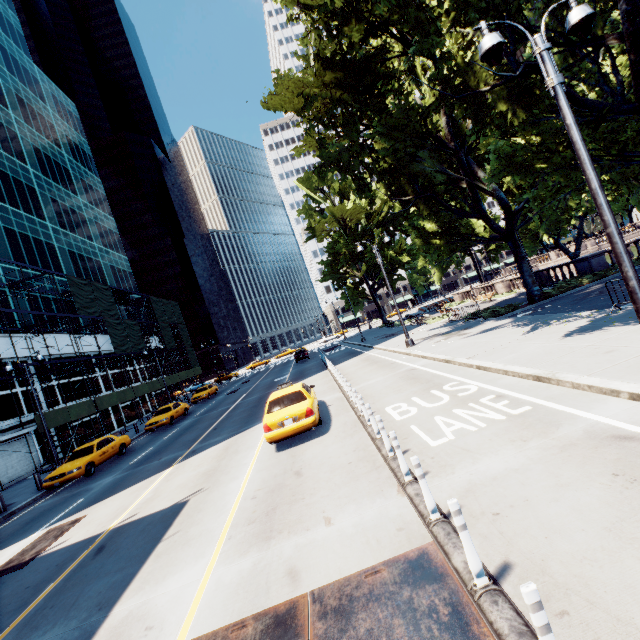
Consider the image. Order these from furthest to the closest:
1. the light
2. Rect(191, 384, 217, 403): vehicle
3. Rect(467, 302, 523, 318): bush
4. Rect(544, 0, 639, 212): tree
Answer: Rect(191, 384, 217, 403): vehicle
Rect(467, 302, 523, 318): bush
Rect(544, 0, 639, 212): tree
the light

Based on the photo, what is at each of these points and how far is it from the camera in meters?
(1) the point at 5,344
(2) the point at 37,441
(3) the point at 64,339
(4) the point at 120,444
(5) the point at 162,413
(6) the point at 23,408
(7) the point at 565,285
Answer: (1) building, 25.2 m
(2) building, 25.4 m
(3) building, 31.6 m
(4) vehicle, 19.6 m
(5) vehicle, 26.0 m
(6) building, 25.2 m
(7) bush, 21.0 m

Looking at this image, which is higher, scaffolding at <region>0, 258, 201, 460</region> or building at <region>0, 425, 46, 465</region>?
scaffolding at <region>0, 258, 201, 460</region>

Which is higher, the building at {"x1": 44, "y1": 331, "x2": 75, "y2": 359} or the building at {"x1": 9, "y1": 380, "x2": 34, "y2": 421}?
the building at {"x1": 44, "y1": 331, "x2": 75, "y2": 359}

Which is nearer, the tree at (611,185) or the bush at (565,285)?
the tree at (611,185)

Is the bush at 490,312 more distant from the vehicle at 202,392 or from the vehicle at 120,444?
the vehicle at 202,392

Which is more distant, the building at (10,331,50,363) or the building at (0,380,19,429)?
the building at (10,331,50,363)
